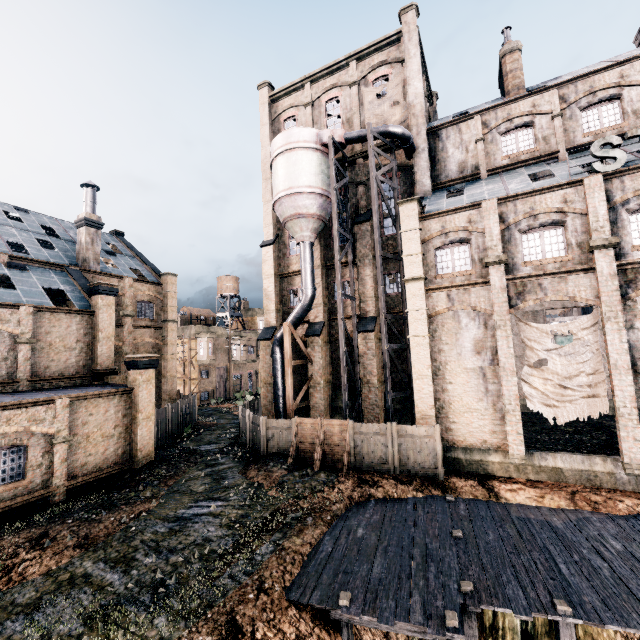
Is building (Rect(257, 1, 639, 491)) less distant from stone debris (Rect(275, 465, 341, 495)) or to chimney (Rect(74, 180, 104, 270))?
chimney (Rect(74, 180, 104, 270))

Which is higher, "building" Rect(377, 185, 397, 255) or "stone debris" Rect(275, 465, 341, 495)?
"building" Rect(377, 185, 397, 255)

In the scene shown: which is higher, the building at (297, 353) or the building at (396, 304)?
the building at (396, 304)

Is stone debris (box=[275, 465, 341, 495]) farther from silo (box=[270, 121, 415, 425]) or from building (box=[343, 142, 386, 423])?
building (box=[343, 142, 386, 423])

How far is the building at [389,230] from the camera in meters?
25.2

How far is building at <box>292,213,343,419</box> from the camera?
25.7 meters

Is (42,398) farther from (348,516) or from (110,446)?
(348,516)

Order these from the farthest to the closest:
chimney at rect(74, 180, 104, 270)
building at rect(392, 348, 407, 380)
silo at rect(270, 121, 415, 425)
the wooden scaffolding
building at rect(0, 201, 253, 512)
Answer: chimney at rect(74, 180, 104, 270)
building at rect(392, 348, 407, 380)
silo at rect(270, 121, 415, 425)
building at rect(0, 201, 253, 512)
the wooden scaffolding
